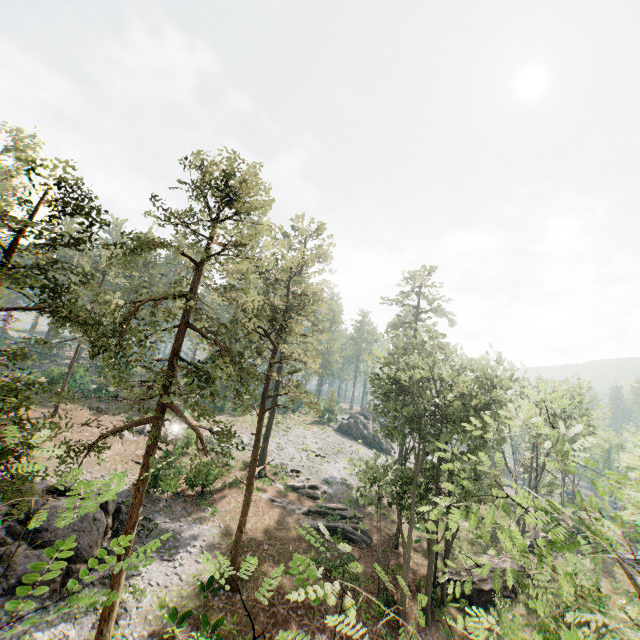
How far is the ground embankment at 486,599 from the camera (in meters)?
24.02

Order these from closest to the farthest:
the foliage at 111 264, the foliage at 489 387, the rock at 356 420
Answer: the foliage at 489 387
the foliage at 111 264
the rock at 356 420

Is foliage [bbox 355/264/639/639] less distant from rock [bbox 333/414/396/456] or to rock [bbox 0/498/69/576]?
rock [bbox 333/414/396/456]

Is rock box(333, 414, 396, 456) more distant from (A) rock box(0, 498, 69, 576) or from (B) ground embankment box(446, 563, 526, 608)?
(A) rock box(0, 498, 69, 576)

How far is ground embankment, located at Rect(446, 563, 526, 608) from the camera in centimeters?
2402cm

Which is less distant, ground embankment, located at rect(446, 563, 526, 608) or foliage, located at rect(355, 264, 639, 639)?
foliage, located at rect(355, 264, 639, 639)

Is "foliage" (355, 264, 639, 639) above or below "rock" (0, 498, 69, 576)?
above

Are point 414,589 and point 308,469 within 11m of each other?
no
